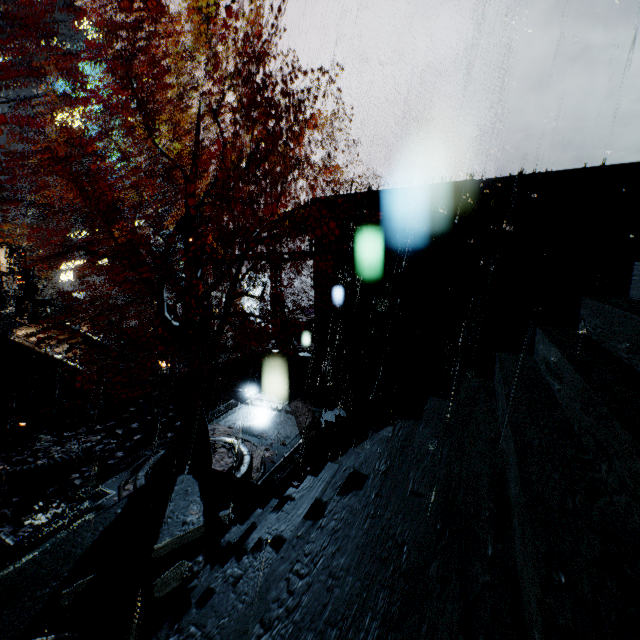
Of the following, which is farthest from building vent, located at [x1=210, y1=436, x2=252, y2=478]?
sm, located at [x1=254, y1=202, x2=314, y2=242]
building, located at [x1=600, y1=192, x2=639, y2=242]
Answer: building, located at [x1=600, y1=192, x2=639, y2=242]

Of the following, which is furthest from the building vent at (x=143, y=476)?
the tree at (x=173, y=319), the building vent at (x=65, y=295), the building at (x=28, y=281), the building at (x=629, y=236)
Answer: the building vent at (x=65, y=295)

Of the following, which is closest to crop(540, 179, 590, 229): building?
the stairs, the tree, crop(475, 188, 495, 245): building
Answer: crop(475, 188, 495, 245): building

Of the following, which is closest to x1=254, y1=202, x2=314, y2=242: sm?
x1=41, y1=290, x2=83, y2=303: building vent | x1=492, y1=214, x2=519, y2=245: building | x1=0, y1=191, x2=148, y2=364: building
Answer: x1=0, y1=191, x2=148, y2=364: building

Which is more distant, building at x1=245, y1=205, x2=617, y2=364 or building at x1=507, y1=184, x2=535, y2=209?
building at x1=245, y1=205, x2=617, y2=364

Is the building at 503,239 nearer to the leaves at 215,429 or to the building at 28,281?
the building at 28,281

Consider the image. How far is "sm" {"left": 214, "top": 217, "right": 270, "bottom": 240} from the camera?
18.5 meters

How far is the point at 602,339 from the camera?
2.5 meters
